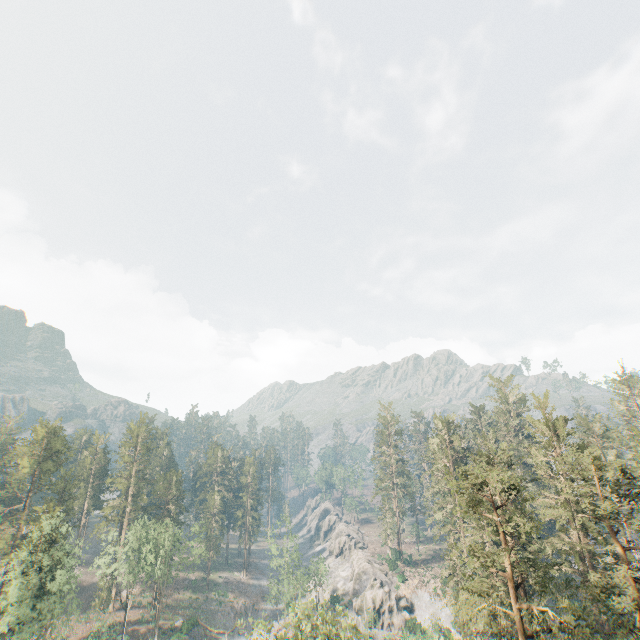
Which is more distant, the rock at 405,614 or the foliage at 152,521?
the rock at 405,614

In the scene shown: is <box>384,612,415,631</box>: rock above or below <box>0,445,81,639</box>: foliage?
below

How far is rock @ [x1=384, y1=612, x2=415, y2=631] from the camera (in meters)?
56.28

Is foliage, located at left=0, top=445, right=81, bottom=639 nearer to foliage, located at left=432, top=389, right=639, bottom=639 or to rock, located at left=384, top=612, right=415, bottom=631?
foliage, located at left=432, top=389, right=639, bottom=639

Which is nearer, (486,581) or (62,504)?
(486,581)

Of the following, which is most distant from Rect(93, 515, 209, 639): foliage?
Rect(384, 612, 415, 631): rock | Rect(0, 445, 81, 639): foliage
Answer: Rect(384, 612, 415, 631): rock

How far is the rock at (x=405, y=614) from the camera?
56.3 meters

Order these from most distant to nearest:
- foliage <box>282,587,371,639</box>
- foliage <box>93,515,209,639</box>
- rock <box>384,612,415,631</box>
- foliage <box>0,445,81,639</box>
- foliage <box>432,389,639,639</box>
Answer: rock <box>384,612,415,631</box> → foliage <box>93,515,209,639</box> → foliage <box>0,445,81,639</box> → foliage <box>282,587,371,639</box> → foliage <box>432,389,639,639</box>
